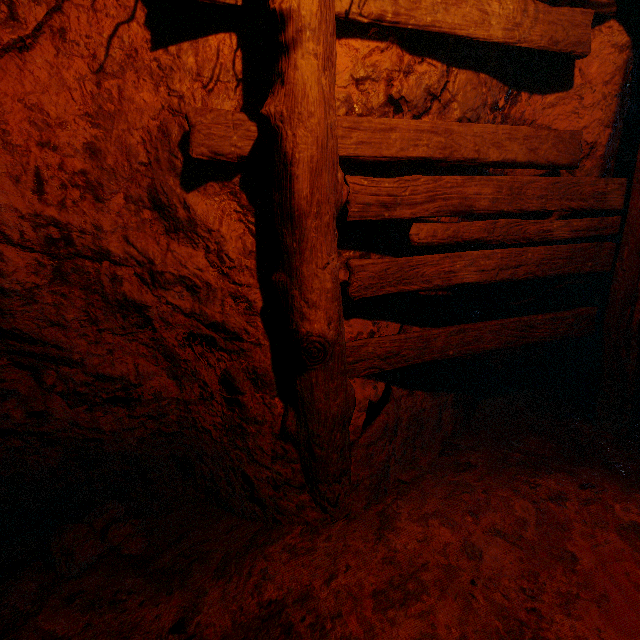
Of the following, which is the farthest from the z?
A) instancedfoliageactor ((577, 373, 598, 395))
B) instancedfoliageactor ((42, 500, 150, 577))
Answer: instancedfoliageactor ((42, 500, 150, 577))

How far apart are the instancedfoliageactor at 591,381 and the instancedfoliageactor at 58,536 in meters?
4.2

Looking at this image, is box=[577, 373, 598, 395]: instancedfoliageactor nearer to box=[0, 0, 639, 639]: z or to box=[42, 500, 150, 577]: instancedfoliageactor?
box=[0, 0, 639, 639]: z

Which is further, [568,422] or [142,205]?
[568,422]

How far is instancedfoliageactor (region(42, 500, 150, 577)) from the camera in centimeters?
176cm

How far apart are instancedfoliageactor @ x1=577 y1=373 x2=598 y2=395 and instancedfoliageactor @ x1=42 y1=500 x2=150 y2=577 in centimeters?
417cm

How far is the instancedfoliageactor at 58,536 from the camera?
1.8m
